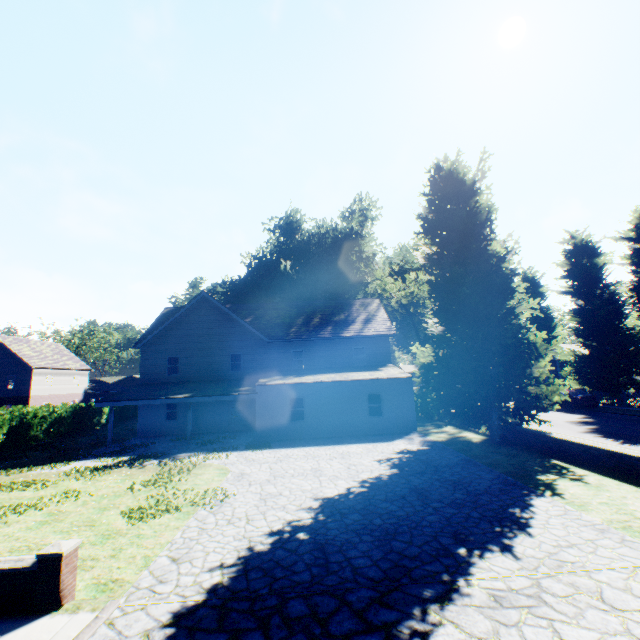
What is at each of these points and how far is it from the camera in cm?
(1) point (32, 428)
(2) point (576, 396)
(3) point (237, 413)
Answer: (1) hedge, 2345
(2) car, 2534
(3) door, 2517

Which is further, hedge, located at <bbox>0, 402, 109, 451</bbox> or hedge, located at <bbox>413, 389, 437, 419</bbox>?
hedge, located at <bbox>413, 389, 437, 419</bbox>

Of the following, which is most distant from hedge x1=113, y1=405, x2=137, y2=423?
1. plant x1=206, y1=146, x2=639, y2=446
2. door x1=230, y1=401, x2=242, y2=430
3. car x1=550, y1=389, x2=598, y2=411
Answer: door x1=230, y1=401, x2=242, y2=430

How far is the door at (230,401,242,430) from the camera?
24.97m

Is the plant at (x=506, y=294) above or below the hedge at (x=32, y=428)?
above

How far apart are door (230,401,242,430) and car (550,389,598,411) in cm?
2562

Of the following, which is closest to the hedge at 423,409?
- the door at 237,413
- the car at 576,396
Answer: the car at 576,396

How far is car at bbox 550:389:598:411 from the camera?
24.9m
